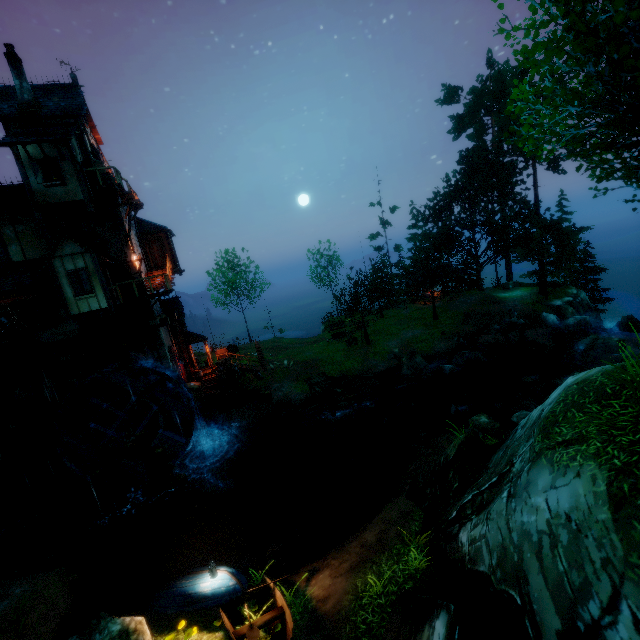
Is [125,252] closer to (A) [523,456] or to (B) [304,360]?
(B) [304,360]

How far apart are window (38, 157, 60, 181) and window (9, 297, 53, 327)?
5.64m

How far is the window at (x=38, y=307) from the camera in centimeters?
1695cm

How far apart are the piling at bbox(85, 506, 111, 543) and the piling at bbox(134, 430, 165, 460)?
2.29m

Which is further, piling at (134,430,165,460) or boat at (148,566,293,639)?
piling at (134,430,165,460)

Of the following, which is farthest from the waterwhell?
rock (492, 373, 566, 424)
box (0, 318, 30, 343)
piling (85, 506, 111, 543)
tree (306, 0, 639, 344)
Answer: rock (492, 373, 566, 424)

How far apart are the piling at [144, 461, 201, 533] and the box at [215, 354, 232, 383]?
6.9 meters

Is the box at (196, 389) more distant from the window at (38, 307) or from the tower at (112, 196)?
the window at (38, 307)
